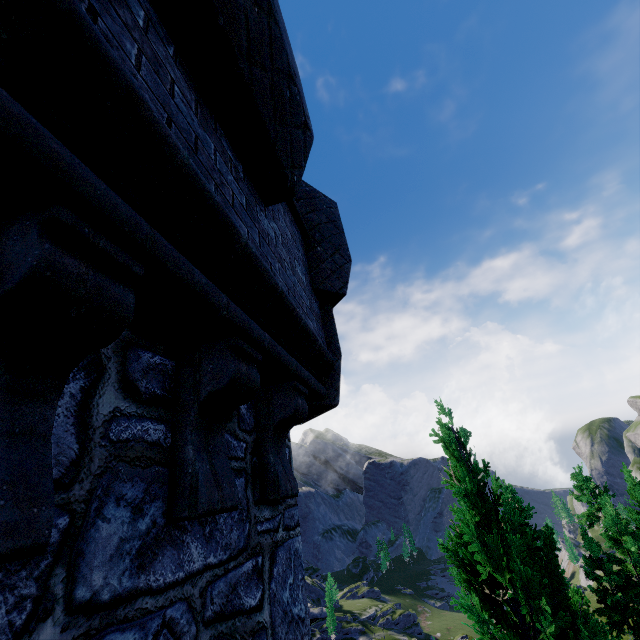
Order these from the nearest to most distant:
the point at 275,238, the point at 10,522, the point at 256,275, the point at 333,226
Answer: the point at 10,522
the point at 256,275
the point at 275,238
the point at 333,226
